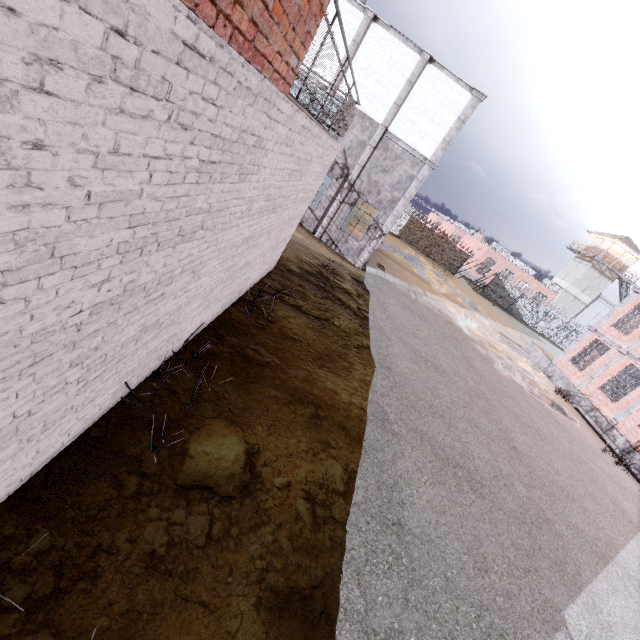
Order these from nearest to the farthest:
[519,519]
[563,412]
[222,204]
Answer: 1. [222,204]
2. [519,519]
3. [563,412]

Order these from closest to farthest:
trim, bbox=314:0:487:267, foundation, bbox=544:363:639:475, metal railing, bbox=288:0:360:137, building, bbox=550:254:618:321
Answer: metal railing, bbox=288:0:360:137 → trim, bbox=314:0:487:267 → foundation, bbox=544:363:639:475 → building, bbox=550:254:618:321

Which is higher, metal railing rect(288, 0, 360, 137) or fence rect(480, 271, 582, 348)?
metal railing rect(288, 0, 360, 137)

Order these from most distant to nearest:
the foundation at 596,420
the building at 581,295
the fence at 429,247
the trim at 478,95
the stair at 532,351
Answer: the building at 581,295
the fence at 429,247
the stair at 532,351
the foundation at 596,420
the trim at 478,95

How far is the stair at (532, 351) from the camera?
22.1 meters

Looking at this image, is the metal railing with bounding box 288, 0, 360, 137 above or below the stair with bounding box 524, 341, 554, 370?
above

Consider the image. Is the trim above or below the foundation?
above

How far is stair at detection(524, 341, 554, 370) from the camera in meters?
22.1 m
